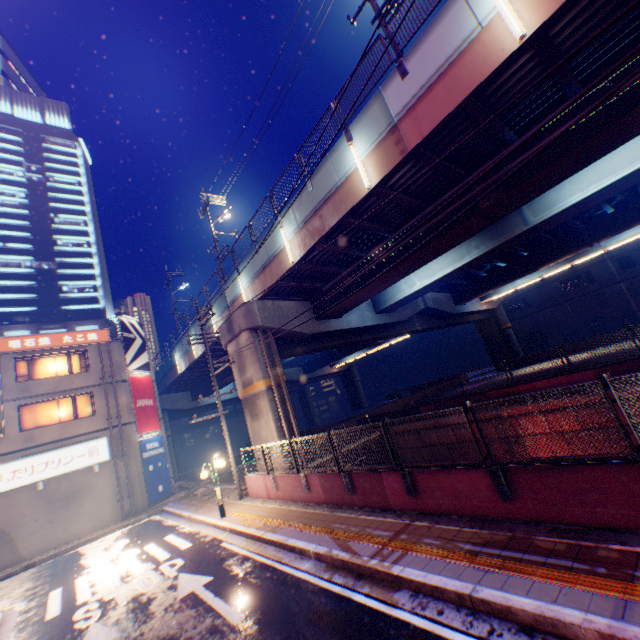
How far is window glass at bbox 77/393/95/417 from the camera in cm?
2127

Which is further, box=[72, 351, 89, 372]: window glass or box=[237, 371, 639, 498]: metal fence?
box=[72, 351, 89, 372]: window glass

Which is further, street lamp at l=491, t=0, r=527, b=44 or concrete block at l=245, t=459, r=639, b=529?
street lamp at l=491, t=0, r=527, b=44

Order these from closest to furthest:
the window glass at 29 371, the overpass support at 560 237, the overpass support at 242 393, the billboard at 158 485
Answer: the overpass support at 560 237, the overpass support at 242 393, the window glass at 29 371, the billboard at 158 485

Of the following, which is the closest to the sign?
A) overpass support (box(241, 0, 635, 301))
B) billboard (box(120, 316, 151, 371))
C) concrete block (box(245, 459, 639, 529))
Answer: billboard (box(120, 316, 151, 371))

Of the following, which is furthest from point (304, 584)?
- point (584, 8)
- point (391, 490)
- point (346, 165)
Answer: point (584, 8)

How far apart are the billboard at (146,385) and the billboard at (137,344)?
0.17m

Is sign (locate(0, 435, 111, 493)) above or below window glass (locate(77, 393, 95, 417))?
below
